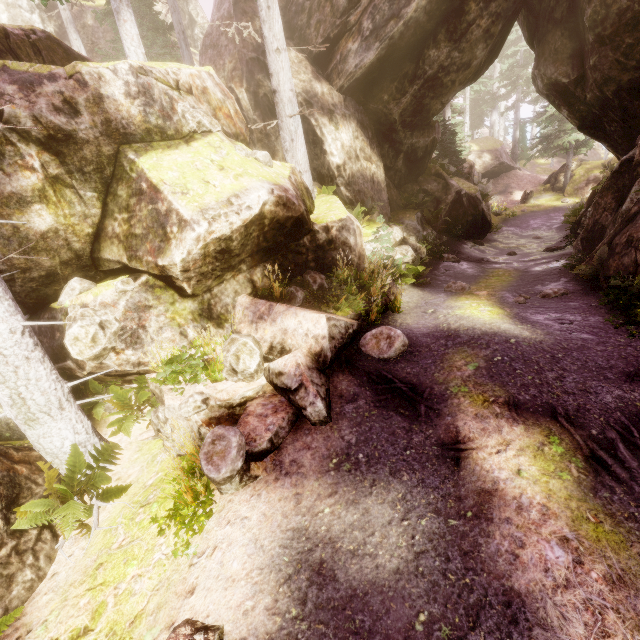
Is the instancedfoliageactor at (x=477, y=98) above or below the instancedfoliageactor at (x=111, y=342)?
above

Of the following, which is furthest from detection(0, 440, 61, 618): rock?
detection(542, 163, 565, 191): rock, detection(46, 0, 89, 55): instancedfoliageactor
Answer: detection(542, 163, 565, 191): rock

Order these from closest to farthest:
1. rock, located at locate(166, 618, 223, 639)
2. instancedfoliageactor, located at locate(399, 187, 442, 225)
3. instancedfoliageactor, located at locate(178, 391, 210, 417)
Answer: rock, located at locate(166, 618, 223, 639), instancedfoliageactor, located at locate(178, 391, 210, 417), instancedfoliageactor, located at locate(399, 187, 442, 225)

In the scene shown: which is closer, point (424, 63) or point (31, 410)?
point (31, 410)

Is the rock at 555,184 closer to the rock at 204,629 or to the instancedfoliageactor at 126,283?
the instancedfoliageactor at 126,283

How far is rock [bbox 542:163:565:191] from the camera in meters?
30.3

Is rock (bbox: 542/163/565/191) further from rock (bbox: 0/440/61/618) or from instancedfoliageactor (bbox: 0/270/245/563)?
rock (bbox: 0/440/61/618)

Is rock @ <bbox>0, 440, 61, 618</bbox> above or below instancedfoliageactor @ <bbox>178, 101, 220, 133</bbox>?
below
